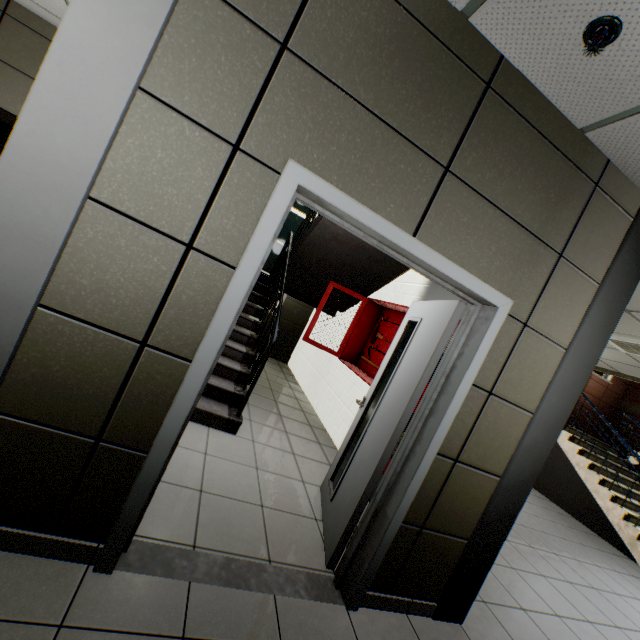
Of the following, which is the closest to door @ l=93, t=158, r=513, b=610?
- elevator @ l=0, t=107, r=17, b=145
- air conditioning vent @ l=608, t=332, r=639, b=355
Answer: elevator @ l=0, t=107, r=17, b=145

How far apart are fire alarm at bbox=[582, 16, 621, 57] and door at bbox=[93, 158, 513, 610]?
1.14m

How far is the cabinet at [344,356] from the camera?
4.37m

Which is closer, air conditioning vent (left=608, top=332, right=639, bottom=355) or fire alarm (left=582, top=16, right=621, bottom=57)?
fire alarm (left=582, top=16, right=621, bottom=57)

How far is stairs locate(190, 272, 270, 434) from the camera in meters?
3.4

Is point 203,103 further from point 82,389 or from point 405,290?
point 405,290

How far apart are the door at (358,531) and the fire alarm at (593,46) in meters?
1.1

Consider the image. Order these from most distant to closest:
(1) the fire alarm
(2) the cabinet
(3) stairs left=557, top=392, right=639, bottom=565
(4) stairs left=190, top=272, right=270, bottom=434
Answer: (3) stairs left=557, top=392, right=639, bottom=565 → (2) the cabinet → (4) stairs left=190, top=272, right=270, bottom=434 → (1) the fire alarm
